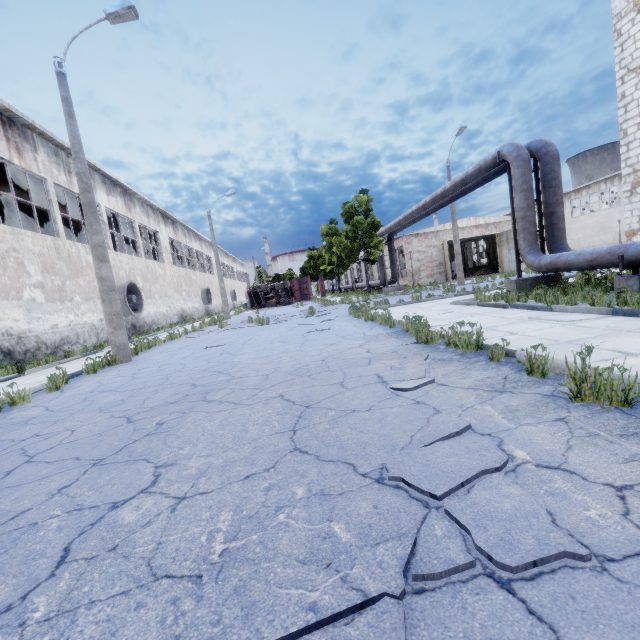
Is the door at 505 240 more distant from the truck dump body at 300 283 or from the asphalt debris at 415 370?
the asphalt debris at 415 370

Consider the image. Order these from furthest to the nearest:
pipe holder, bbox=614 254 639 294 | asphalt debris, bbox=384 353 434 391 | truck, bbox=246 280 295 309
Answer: truck, bbox=246 280 295 309 < pipe holder, bbox=614 254 639 294 < asphalt debris, bbox=384 353 434 391

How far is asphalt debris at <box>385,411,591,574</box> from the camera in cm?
143

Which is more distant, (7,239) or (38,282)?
(38,282)

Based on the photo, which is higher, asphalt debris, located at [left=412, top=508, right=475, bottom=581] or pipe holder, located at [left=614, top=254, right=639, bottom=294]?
pipe holder, located at [left=614, top=254, right=639, bottom=294]

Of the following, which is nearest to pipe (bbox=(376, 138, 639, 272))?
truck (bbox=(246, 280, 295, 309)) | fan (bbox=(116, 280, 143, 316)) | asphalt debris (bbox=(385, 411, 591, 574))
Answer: asphalt debris (bbox=(385, 411, 591, 574))

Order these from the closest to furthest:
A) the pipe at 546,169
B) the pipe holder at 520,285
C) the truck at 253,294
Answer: the pipe at 546,169 → the pipe holder at 520,285 → the truck at 253,294

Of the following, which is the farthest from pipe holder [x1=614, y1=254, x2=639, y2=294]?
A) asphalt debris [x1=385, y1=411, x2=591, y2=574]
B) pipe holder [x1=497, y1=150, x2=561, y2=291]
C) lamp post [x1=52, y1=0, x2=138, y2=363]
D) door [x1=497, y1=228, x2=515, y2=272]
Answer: door [x1=497, y1=228, x2=515, y2=272]
